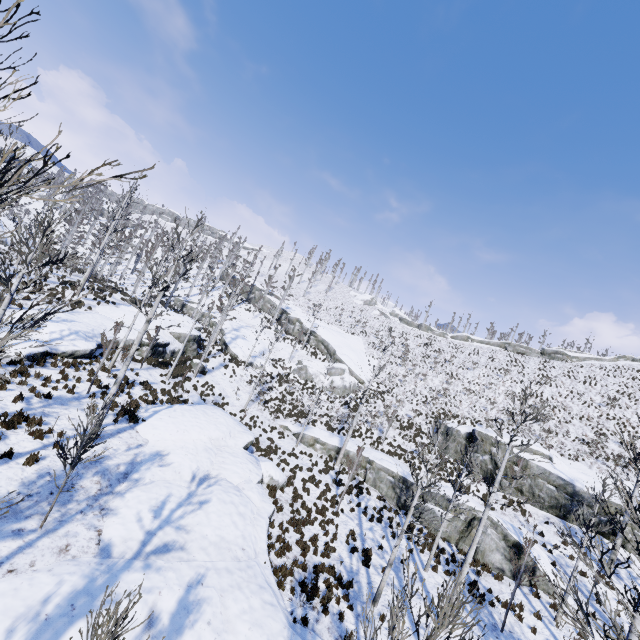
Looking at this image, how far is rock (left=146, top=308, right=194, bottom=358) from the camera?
26.2m

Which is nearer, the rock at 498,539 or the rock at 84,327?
the rock at 84,327

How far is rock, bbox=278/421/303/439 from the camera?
27.12m

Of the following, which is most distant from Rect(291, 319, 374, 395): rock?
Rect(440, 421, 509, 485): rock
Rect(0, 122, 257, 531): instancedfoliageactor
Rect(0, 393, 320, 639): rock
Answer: Rect(0, 122, 257, 531): instancedfoliageactor

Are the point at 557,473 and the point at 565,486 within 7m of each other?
yes

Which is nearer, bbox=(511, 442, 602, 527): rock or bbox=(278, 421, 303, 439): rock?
bbox=(511, 442, 602, 527): rock

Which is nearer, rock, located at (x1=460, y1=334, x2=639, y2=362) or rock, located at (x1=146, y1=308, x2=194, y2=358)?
rock, located at (x1=146, y1=308, x2=194, y2=358)

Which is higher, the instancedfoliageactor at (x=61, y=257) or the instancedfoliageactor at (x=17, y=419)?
the instancedfoliageactor at (x=61, y=257)
